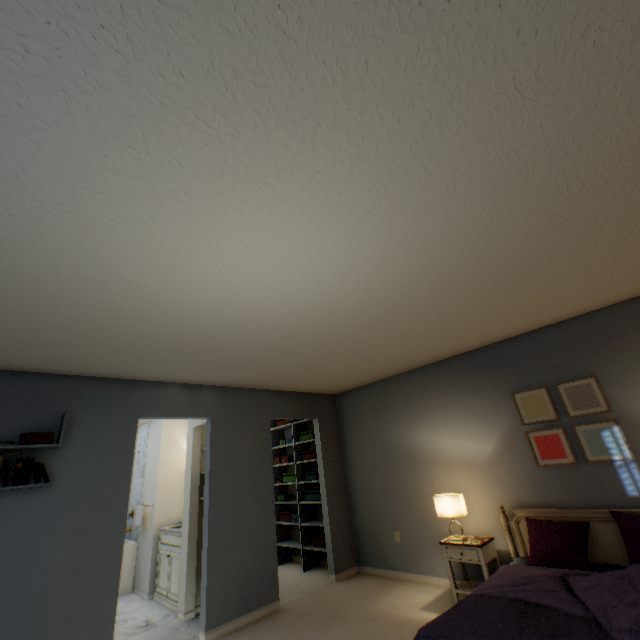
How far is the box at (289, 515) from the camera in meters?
5.2 m

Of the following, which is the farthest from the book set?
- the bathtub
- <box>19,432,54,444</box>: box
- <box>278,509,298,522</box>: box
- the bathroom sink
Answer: <box>278,509,298,522</box>: box

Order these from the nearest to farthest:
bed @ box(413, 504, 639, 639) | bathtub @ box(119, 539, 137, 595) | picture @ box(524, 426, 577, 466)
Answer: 1. bed @ box(413, 504, 639, 639)
2. picture @ box(524, 426, 577, 466)
3. bathtub @ box(119, 539, 137, 595)

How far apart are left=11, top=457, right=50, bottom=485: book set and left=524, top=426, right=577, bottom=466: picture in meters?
4.5 m

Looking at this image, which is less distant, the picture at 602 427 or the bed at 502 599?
the bed at 502 599

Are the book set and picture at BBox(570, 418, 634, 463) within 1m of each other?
no

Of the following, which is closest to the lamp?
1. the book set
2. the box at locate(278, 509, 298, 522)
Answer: the box at locate(278, 509, 298, 522)

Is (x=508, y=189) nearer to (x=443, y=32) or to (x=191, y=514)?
(x=443, y=32)
